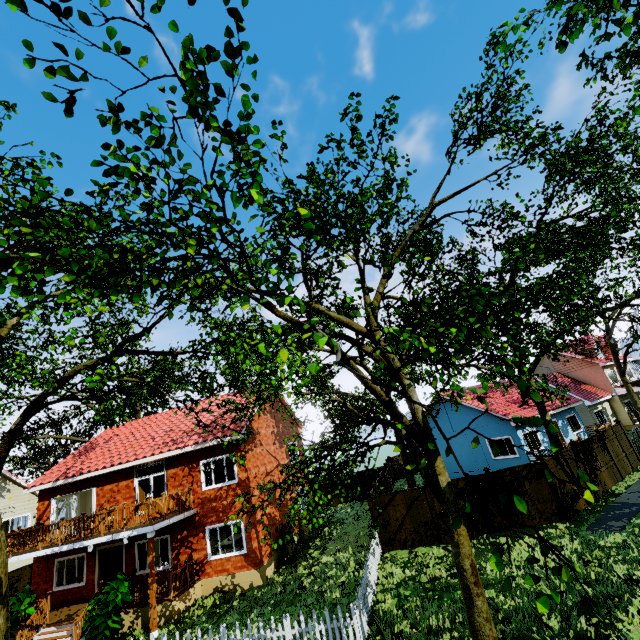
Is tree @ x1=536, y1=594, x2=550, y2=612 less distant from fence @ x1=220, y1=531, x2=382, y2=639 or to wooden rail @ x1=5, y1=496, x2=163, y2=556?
fence @ x1=220, y1=531, x2=382, y2=639

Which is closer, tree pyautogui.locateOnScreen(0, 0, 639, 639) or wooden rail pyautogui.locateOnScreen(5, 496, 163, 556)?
tree pyautogui.locateOnScreen(0, 0, 639, 639)

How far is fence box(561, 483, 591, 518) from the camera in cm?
1389

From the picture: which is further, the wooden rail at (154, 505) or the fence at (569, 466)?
the fence at (569, 466)

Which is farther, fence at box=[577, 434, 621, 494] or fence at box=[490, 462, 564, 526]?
fence at box=[577, 434, 621, 494]

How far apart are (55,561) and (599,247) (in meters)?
34.69

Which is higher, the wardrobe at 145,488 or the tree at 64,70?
the tree at 64,70

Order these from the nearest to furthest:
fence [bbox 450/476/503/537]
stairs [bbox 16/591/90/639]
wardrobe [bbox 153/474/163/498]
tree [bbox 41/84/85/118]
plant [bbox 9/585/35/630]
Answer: tree [bbox 41/84/85/118], stairs [bbox 16/591/90/639], plant [bbox 9/585/35/630], fence [bbox 450/476/503/537], wardrobe [bbox 153/474/163/498]
